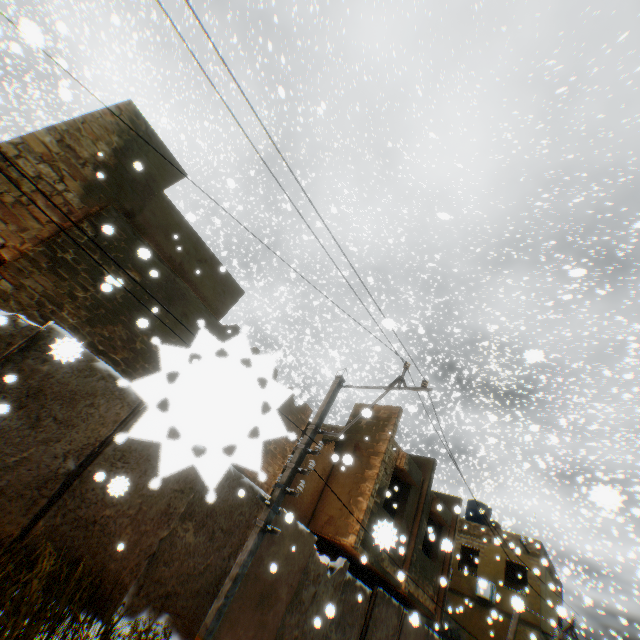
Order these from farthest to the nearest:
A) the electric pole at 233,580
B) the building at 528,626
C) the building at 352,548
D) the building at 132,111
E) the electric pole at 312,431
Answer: the building at 528,626, the building at 352,548, the building at 132,111, the electric pole at 312,431, the electric pole at 233,580

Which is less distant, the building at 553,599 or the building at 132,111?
the building at 132,111

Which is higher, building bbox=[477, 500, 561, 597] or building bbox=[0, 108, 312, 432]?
building bbox=[477, 500, 561, 597]

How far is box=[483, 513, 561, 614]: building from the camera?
17.2 meters

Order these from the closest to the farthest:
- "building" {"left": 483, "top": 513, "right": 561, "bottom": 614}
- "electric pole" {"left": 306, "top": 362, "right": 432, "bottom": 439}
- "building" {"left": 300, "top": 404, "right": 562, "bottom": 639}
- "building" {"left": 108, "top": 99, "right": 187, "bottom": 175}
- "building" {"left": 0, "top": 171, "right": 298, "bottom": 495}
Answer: "building" {"left": 0, "top": 171, "right": 298, "bottom": 495} < "electric pole" {"left": 306, "top": 362, "right": 432, "bottom": 439} < "building" {"left": 108, "top": 99, "right": 187, "bottom": 175} < "building" {"left": 300, "top": 404, "right": 562, "bottom": 639} < "building" {"left": 483, "top": 513, "right": 561, "bottom": 614}

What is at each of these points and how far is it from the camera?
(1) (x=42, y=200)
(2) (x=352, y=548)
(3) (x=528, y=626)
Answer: (1) building, 6.87m
(2) building, 9.92m
(3) building, 16.31m

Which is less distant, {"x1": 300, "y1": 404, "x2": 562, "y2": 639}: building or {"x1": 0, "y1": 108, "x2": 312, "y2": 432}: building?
{"x1": 0, "y1": 108, "x2": 312, "y2": 432}: building
